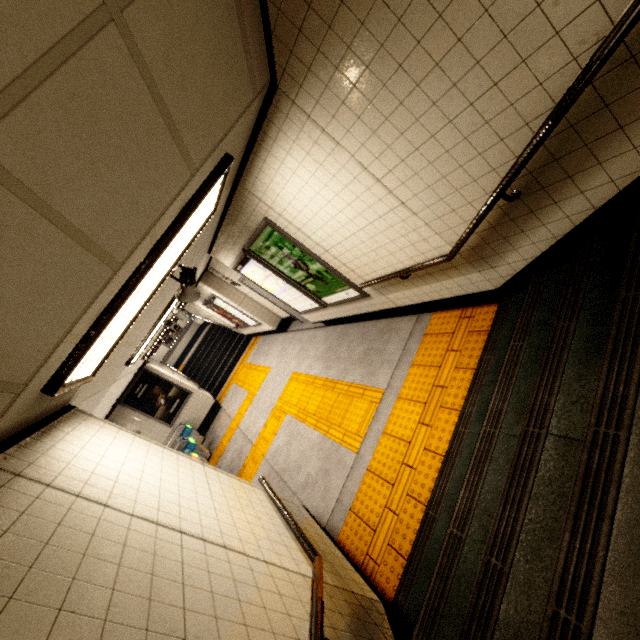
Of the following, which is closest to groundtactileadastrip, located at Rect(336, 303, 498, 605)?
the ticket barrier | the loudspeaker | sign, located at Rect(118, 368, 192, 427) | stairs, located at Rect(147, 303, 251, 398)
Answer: the loudspeaker

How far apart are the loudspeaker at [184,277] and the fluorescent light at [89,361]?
0.6m

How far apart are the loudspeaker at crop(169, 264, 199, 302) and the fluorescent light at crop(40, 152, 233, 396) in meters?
0.6 m

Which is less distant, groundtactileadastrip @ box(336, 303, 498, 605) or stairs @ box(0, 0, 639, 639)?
stairs @ box(0, 0, 639, 639)

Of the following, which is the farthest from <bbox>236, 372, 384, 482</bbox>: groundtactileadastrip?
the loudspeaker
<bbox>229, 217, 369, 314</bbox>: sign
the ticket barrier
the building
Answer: the building

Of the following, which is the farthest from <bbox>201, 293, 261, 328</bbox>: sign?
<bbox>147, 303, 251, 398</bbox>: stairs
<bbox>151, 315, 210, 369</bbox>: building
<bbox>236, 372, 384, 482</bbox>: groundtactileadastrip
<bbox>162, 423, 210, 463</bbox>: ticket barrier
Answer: <bbox>151, 315, 210, 369</bbox>: building

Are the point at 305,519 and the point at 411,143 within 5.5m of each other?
yes

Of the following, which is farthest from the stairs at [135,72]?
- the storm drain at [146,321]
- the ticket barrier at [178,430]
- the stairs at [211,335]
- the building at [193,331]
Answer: the building at [193,331]
